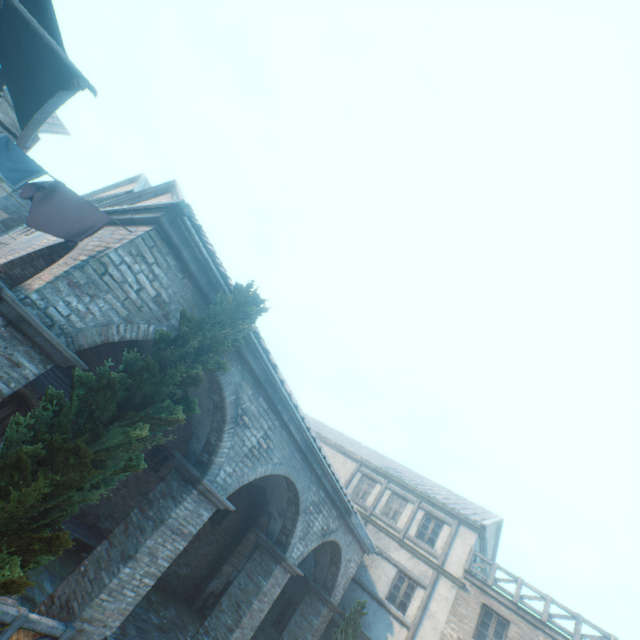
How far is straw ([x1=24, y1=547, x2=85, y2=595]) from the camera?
7.7m

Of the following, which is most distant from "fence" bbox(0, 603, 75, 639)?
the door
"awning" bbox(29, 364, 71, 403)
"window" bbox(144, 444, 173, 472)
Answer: "window" bbox(144, 444, 173, 472)

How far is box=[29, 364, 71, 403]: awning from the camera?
7.54m

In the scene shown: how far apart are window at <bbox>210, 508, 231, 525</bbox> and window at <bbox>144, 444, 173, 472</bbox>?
3.97m

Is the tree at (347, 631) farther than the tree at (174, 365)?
Yes

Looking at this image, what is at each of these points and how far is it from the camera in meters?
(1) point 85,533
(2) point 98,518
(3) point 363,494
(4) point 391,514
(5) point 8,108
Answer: (1) table, 9.8 m
(2) building, 11.0 m
(3) building, 18.7 m
(4) building, 17.4 m
(5) building, 16.7 m

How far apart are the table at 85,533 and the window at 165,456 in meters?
2.2

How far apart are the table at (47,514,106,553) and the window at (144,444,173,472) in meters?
2.2
